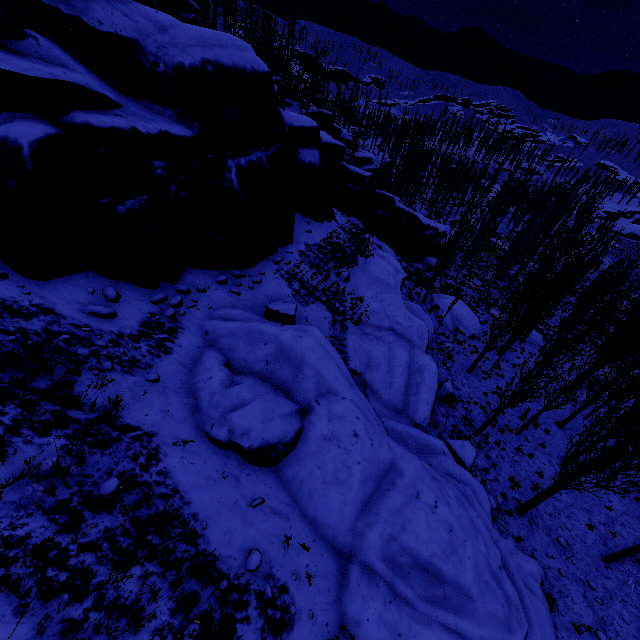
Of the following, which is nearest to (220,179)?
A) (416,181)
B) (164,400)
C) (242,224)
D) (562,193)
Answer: (242,224)

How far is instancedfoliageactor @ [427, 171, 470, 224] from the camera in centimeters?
5297cm

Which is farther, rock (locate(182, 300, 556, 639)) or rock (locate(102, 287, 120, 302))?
rock (locate(102, 287, 120, 302))

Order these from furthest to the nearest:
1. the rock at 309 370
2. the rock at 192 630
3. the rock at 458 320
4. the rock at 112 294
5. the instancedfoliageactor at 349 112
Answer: the instancedfoliageactor at 349 112 < the rock at 458 320 < the rock at 112 294 < the rock at 309 370 < the rock at 192 630

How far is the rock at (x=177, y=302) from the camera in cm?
940

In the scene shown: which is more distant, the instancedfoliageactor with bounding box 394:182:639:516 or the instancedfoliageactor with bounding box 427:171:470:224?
the instancedfoliageactor with bounding box 427:171:470:224

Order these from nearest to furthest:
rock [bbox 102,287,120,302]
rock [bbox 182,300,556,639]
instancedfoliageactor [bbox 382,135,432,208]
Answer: rock [bbox 182,300,556,639] → rock [bbox 102,287,120,302] → instancedfoliageactor [bbox 382,135,432,208]
